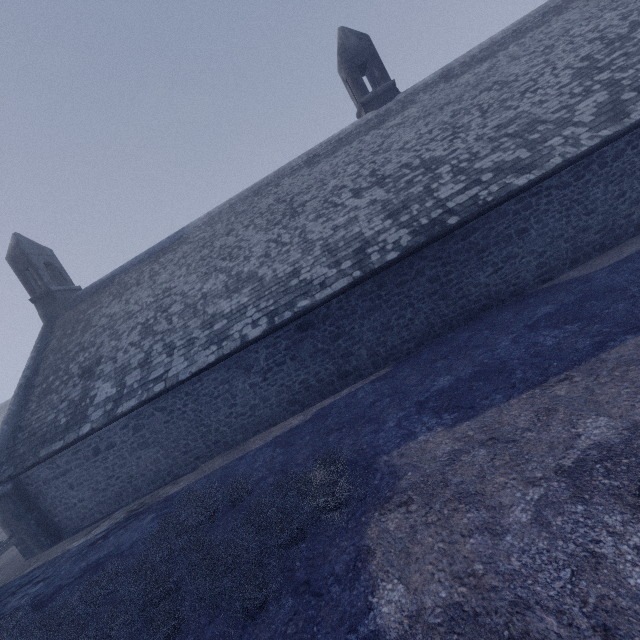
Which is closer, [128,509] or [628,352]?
[628,352]
